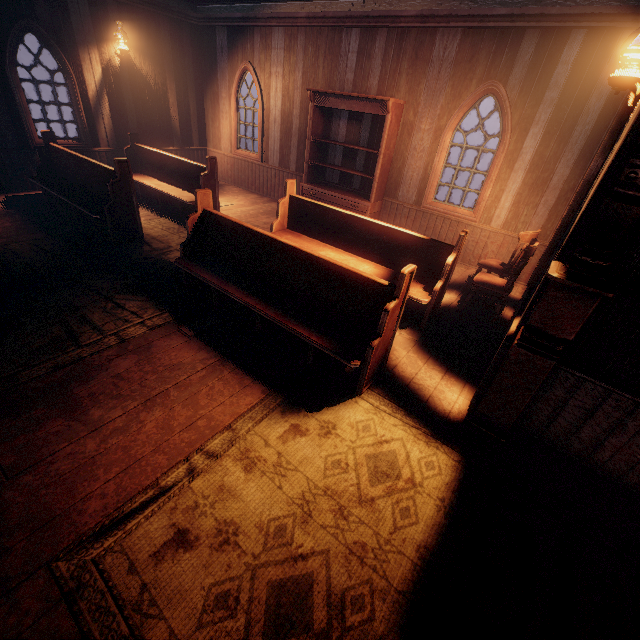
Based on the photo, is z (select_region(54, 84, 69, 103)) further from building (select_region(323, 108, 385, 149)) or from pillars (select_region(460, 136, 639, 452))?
pillars (select_region(460, 136, 639, 452))

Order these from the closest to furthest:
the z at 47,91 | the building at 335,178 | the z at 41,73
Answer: the building at 335,178 → the z at 47,91 → the z at 41,73

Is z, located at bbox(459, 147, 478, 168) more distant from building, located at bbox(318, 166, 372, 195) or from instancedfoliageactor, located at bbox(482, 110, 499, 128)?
instancedfoliageactor, located at bbox(482, 110, 499, 128)

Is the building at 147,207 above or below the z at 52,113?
below

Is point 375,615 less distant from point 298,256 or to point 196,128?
point 298,256

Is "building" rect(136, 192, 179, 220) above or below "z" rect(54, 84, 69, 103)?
below

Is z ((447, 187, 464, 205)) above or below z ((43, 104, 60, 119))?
below

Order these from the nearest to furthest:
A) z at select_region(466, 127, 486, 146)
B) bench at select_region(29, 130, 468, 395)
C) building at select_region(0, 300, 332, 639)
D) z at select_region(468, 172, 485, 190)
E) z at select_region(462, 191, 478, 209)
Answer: building at select_region(0, 300, 332, 639) < bench at select_region(29, 130, 468, 395) < z at select_region(462, 191, 478, 209) < z at select_region(468, 172, 485, 190) < z at select_region(466, 127, 486, 146)
